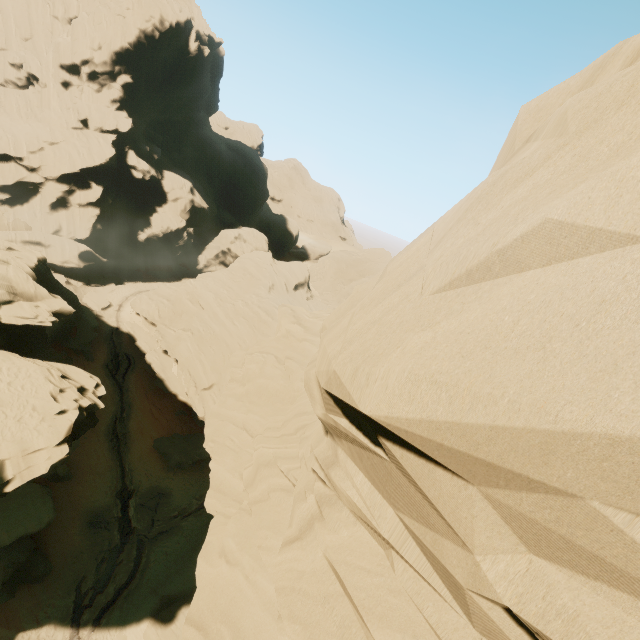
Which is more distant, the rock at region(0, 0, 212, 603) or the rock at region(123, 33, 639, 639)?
the rock at region(0, 0, 212, 603)

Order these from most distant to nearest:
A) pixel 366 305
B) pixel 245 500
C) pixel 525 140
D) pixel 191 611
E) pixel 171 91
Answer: pixel 171 91, pixel 245 500, pixel 191 611, pixel 366 305, pixel 525 140

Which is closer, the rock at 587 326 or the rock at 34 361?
the rock at 587 326
